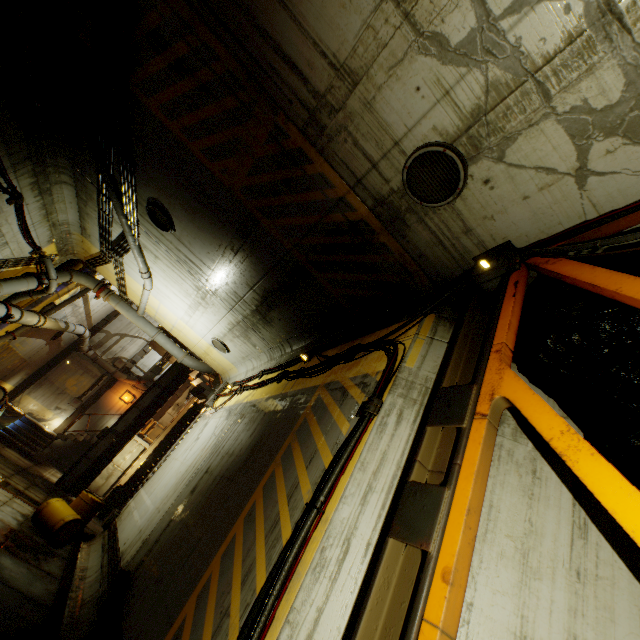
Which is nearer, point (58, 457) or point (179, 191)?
point (179, 191)

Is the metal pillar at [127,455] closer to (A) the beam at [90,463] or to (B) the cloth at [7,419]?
(A) the beam at [90,463]

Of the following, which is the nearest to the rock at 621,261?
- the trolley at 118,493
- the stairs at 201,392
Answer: the stairs at 201,392

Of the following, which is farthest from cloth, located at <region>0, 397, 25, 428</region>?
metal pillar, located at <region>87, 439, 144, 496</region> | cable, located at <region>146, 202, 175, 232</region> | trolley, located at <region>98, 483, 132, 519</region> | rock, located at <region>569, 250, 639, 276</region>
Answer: rock, located at <region>569, 250, 639, 276</region>

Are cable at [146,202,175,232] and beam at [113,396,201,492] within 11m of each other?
no

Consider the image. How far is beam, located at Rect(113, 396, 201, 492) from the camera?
16.8m

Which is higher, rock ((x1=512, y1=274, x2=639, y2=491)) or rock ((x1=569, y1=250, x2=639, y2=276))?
rock ((x1=569, y1=250, x2=639, y2=276))

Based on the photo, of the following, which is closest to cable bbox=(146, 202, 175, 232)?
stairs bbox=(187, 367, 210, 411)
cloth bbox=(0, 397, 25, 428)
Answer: stairs bbox=(187, 367, 210, 411)
